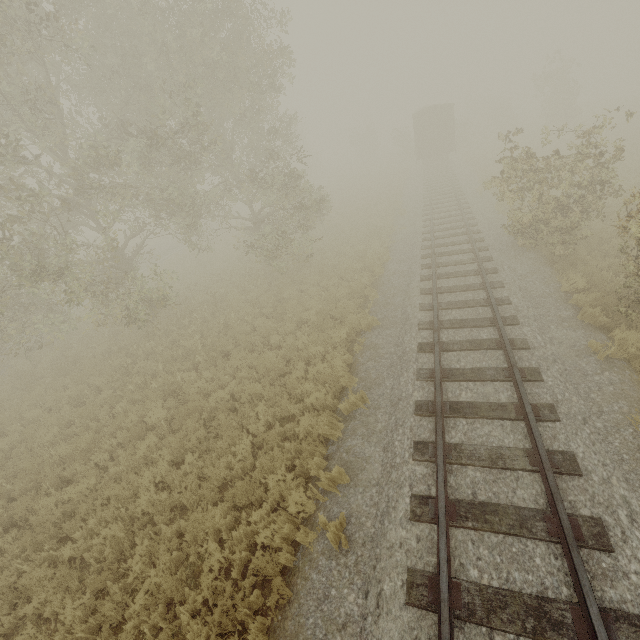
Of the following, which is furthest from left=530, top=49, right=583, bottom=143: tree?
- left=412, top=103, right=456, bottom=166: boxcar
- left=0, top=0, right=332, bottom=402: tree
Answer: left=0, top=0, right=332, bottom=402: tree

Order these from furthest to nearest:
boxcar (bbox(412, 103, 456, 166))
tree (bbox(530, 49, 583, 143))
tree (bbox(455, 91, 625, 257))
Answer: tree (bbox(530, 49, 583, 143)) → boxcar (bbox(412, 103, 456, 166)) → tree (bbox(455, 91, 625, 257))

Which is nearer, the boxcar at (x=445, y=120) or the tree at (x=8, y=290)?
the tree at (x=8, y=290)

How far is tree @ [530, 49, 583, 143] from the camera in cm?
2964

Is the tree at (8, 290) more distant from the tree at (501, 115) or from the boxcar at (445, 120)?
the boxcar at (445, 120)

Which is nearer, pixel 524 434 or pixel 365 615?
pixel 365 615
